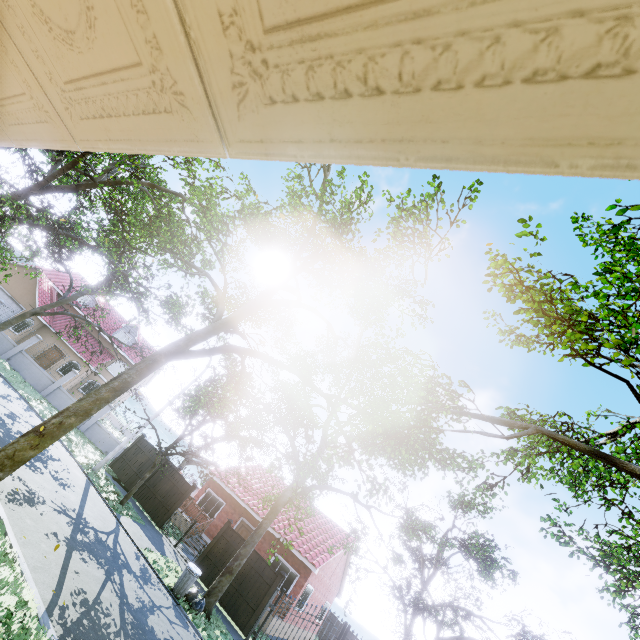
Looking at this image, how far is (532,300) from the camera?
5.89m

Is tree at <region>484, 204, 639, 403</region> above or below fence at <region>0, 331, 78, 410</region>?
above

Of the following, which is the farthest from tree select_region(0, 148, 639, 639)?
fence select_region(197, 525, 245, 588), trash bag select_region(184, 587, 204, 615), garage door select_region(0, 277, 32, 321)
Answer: garage door select_region(0, 277, 32, 321)

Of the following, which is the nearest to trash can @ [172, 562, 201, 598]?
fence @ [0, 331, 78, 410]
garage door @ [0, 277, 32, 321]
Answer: fence @ [0, 331, 78, 410]

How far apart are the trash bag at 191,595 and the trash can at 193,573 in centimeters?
15cm

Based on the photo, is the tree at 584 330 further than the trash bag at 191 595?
No

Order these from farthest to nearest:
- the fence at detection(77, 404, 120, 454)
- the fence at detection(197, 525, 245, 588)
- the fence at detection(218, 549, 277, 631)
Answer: the fence at detection(77, 404, 120, 454)
the fence at detection(197, 525, 245, 588)
the fence at detection(218, 549, 277, 631)

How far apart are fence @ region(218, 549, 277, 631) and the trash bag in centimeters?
281cm
